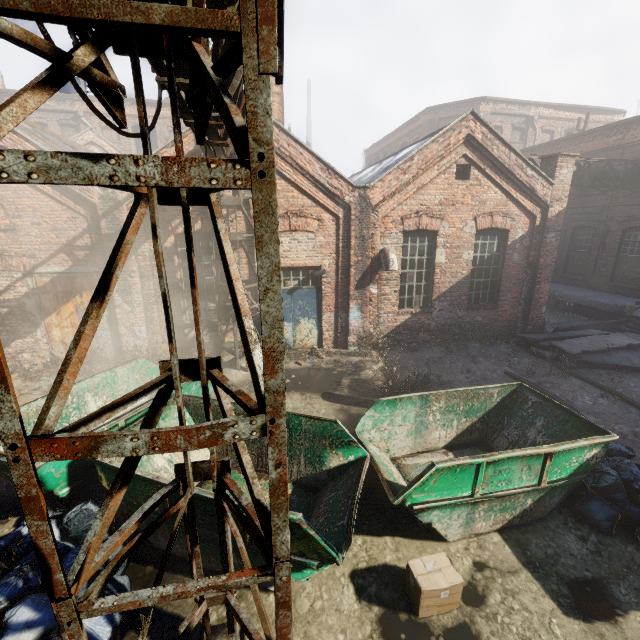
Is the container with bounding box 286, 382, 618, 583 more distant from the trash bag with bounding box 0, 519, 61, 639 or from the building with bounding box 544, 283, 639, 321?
the building with bounding box 544, 283, 639, 321

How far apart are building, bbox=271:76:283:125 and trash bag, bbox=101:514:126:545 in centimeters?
1069cm

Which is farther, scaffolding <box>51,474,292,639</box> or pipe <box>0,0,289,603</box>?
scaffolding <box>51,474,292,639</box>

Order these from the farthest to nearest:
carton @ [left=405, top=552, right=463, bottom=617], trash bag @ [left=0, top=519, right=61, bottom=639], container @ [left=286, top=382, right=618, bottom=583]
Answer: container @ [left=286, top=382, right=618, bottom=583]
carton @ [left=405, top=552, right=463, bottom=617]
trash bag @ [left=0, top=519, right=61, bottom=639]

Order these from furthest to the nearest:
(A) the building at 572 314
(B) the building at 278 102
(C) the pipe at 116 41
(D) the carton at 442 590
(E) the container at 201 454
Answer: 1. (A) the building at 572 314
2. (B) the building at 278 102
3. (E) the container at 201 454
4. (D) the carton at 442 590
5. (C) the pipe at 116 41

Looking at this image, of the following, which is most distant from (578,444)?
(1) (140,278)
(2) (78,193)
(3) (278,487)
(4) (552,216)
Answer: (2) (78,193)

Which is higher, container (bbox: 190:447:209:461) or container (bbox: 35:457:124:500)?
container (bbox: 35:457:124:500)

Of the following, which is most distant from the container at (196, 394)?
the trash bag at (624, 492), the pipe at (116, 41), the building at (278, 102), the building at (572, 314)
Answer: the building at (572, 314)
